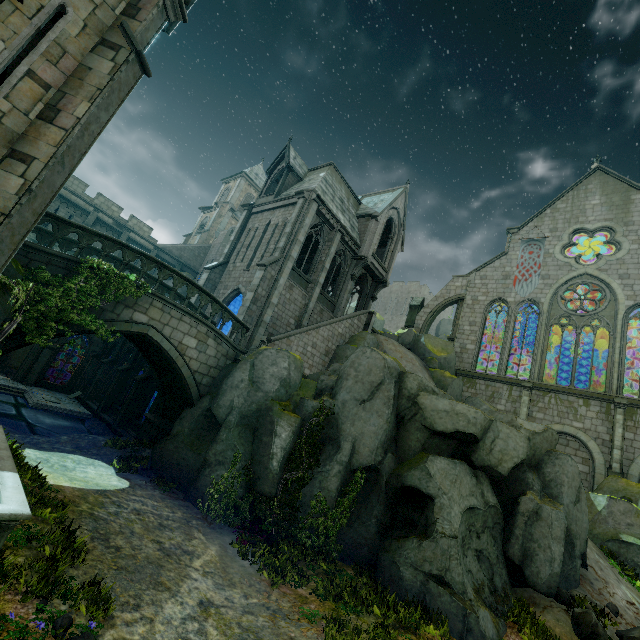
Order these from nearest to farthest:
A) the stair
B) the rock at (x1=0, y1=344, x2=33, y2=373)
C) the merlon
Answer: the rock at (x1=0, y1=344, x2=33, y2=373) → the merlon → the stair

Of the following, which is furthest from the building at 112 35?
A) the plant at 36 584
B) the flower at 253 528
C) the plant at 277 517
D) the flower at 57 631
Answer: A: the flower at 253 528

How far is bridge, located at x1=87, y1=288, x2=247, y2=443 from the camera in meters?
11.8

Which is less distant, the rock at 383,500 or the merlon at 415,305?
the rock at 383,500

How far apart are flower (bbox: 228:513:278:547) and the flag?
25.61m

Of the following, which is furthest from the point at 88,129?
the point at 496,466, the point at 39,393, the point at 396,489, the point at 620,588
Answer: the point at 620,588

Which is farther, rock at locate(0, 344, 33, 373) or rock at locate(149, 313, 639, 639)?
rock at locate(0, 344, 33, 373)

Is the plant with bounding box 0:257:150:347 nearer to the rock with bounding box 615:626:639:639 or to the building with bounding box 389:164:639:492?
the building with bounding box 389:164:639:492
